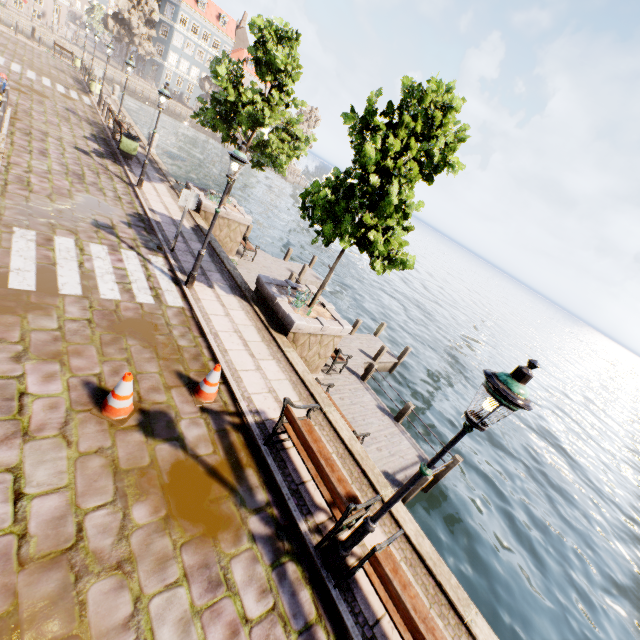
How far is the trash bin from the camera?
14.6 meters

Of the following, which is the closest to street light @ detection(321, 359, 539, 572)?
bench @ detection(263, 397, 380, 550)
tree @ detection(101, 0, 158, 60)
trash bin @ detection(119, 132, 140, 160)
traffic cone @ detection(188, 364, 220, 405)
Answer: bench @ detection(263, 397, 380, 550)

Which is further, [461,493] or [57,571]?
[461,493]

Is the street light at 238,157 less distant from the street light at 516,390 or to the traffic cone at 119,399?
the traffic cone at 119,399

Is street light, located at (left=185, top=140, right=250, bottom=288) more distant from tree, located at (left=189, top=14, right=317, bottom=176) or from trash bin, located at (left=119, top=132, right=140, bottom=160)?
trash bin, located at (left=119, top=132, right=140, bottom=160)

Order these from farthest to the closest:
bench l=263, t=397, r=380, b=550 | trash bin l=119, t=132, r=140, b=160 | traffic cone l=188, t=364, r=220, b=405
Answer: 1. trash bin l=119, t=132, r=140, b=160
2. traffic cone l=188, t=364, r=220, b=405
3. bench l=263, t=397, r=380, b=550

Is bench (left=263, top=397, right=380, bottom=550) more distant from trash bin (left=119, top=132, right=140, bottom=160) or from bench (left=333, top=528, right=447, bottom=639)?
trash bin (left=119, top=132, right=140, bottom=160)

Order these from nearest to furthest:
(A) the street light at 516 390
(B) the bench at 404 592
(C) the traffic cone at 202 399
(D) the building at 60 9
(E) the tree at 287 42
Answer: (A) the street light at 516 390 → (B) the bench at 404 592 → (C) the traffic cone at 202 399 → (E) the tree at 287 42 → (D) the building at 60 9
